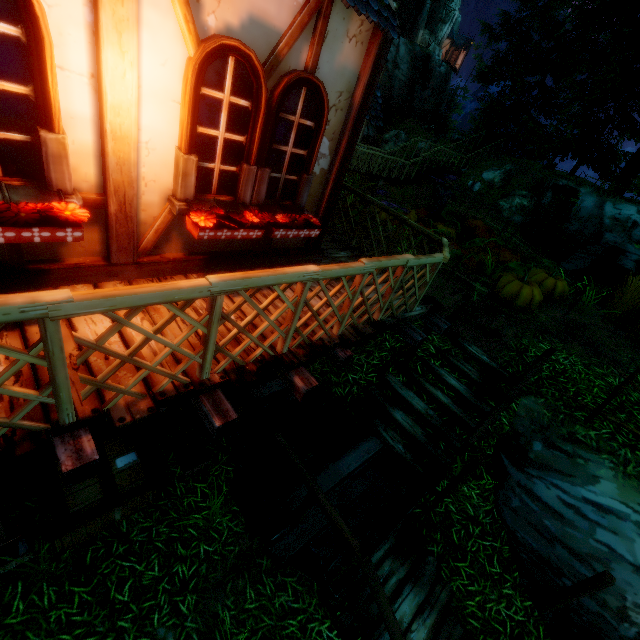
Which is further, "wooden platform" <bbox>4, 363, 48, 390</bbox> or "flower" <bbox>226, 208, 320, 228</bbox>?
"flower" <bbox>226, 208, 320, 228</bbox>

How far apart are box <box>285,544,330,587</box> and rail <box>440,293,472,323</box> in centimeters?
216cm

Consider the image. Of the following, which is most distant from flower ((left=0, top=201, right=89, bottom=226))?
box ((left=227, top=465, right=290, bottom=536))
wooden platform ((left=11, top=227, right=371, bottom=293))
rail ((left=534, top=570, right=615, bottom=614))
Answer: rail ((left=534, top=570, right=615, bottom=614))

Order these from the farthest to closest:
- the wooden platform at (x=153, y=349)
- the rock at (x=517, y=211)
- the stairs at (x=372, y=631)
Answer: the rock at (x=517, y=211)
the stairs at (x=372, y=631)
the wooden platform at (x=153, y=349)

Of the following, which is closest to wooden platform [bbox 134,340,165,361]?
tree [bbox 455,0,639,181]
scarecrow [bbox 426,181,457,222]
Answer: scarecrow [bbox 426,181,457,222]

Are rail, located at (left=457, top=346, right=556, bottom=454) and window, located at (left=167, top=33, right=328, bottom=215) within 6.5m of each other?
yes

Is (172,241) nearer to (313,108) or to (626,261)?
(313,108)

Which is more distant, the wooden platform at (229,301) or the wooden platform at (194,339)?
the wooden platform at (229,301)
